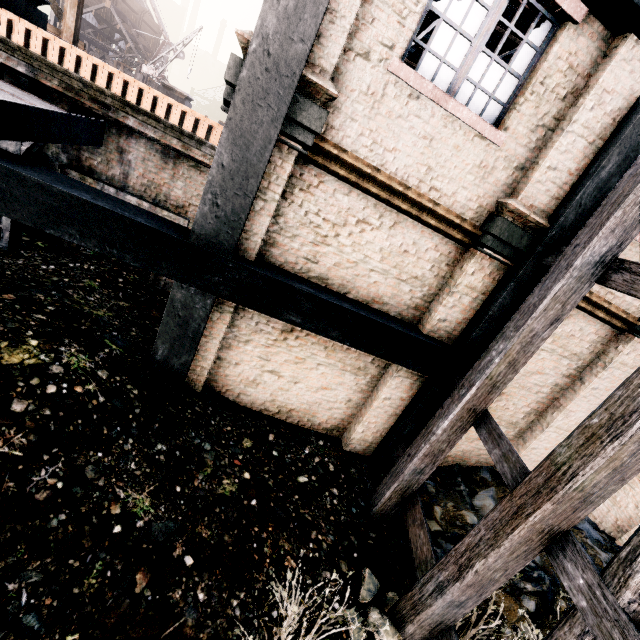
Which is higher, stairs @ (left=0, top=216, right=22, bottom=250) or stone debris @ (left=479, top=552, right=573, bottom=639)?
stairs @ (left=0, top=216, right=22, bottom=250)

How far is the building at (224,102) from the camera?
4.1 meters

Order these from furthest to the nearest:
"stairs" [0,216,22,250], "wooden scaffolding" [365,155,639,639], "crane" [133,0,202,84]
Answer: "crane" [133,0,202,84] < "stairs" [0,216,22,250] < "wooden scaffolding" [365,155,639,639]

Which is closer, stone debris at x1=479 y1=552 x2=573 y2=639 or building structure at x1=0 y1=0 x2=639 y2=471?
building structure at x1=0 y1=0 x2=639 y2=471

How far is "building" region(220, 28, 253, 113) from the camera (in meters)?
4.05

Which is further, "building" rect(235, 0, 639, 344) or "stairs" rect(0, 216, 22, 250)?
"stairs" rect(0, 216, 22, 250)

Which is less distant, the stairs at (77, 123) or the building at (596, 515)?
the stairs at (77, 123)

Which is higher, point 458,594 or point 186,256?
point 186,256
